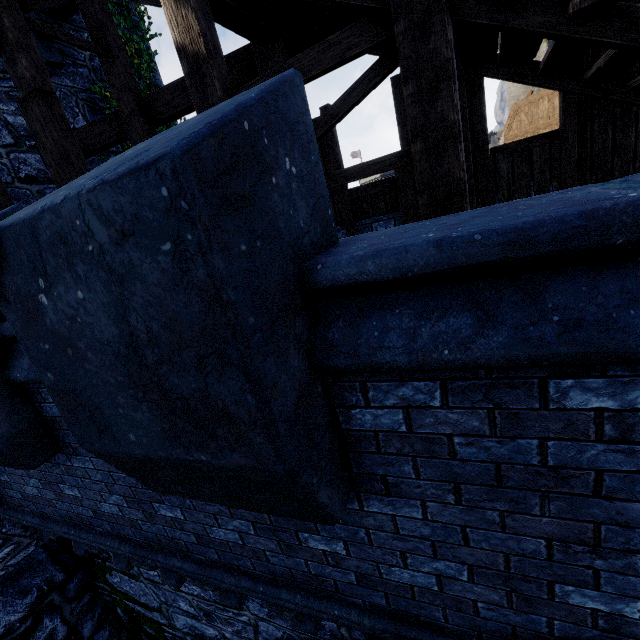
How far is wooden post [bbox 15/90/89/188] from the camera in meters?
4.0

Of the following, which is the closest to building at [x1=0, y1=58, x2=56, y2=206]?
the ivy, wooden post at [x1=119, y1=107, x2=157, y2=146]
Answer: the ivy

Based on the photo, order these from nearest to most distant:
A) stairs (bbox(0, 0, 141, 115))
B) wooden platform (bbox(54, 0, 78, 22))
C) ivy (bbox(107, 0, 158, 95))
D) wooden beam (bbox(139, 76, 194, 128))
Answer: stairs (bbox(0, 0, 141, 115))
wooden beam (bbox(139, 76, 194, 128))
wooden platform (bbox(54, 0, 78, 22))
ivy (bbox(107, 0, 158, 95))

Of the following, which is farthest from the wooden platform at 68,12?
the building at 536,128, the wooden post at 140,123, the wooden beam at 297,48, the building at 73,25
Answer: the building at 536,128

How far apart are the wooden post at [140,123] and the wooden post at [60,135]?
→ 1.08m

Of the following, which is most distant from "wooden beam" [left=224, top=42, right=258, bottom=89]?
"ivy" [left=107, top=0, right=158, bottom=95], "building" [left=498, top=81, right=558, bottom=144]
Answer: "building" [left=498, top=81, right=558, bottom=144]

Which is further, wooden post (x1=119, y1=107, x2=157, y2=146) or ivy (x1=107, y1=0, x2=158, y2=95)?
ivy (x1=107, y1=0, x2=158, y2=95)

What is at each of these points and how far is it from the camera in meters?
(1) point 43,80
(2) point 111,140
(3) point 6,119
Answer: (1) stairs, 3.9 m
(2) wooden beam, 5.6 m
(3) building, 5.7 m
